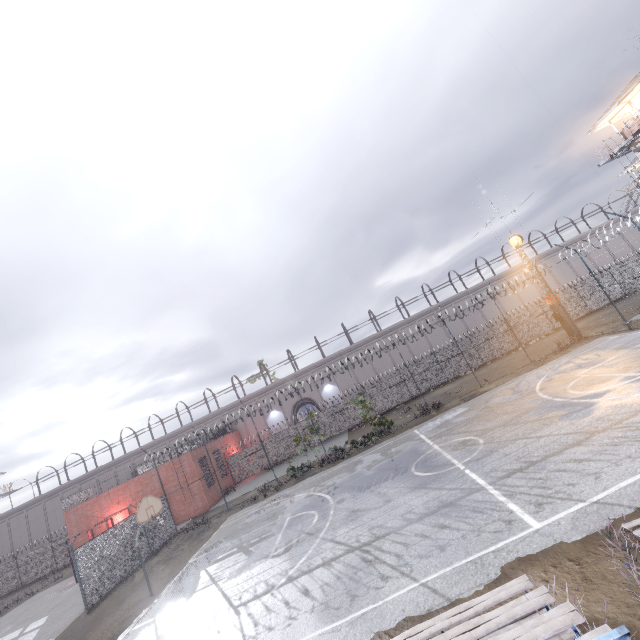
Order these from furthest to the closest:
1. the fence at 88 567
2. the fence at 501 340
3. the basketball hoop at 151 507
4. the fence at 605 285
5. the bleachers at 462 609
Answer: the fence at 501 340 → the fence at 605 285 → the fence at 88 567 → the basketball hoop at 151 507 → the bleachers at 462 609

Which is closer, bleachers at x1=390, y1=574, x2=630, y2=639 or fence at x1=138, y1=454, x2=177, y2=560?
bleachers at x1=390, y1=574, x2=630, y2=639

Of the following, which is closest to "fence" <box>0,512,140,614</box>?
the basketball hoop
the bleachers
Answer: the basketball hoop

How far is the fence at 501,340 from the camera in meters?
32.4

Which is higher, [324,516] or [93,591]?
[93,591]

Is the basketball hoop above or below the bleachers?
above

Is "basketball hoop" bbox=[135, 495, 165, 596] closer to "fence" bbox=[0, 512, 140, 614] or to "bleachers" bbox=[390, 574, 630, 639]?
"fence" bbox=[0, 512, 140, 614]
